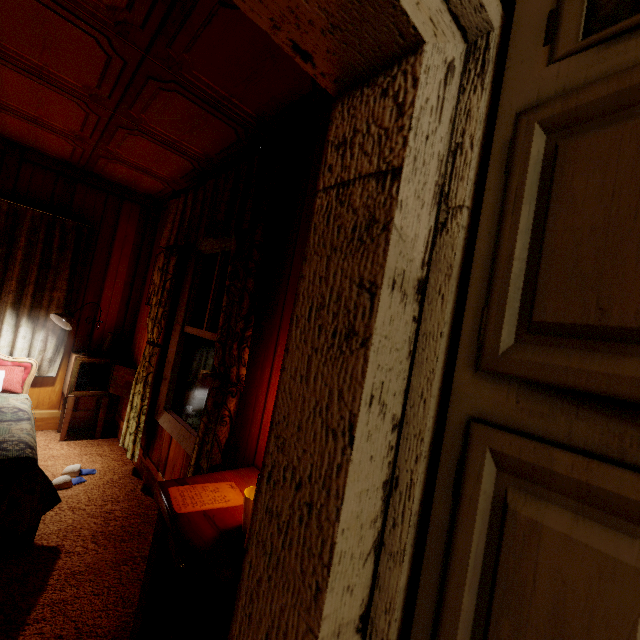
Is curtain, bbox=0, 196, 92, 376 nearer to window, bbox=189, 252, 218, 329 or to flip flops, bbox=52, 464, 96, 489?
flip flops, bbox=52, 464, 96, 489

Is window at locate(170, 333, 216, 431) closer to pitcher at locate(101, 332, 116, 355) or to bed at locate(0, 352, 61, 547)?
bed at locate(0, 352, 61, 547)

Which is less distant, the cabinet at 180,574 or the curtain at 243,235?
the cabinet at 180,574

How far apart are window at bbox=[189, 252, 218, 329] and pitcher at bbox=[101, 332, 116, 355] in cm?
156

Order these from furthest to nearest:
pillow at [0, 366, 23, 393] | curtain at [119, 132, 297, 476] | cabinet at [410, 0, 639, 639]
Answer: pillow at [0, 366, 23, 393]
curtain at [119, 132, 297, 476]
cabinet at [410, 0, 639, 639]

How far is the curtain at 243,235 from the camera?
1.8m

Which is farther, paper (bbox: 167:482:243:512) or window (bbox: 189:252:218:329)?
window (bbox: 189:252:218:329)

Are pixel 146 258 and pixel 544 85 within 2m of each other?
no
